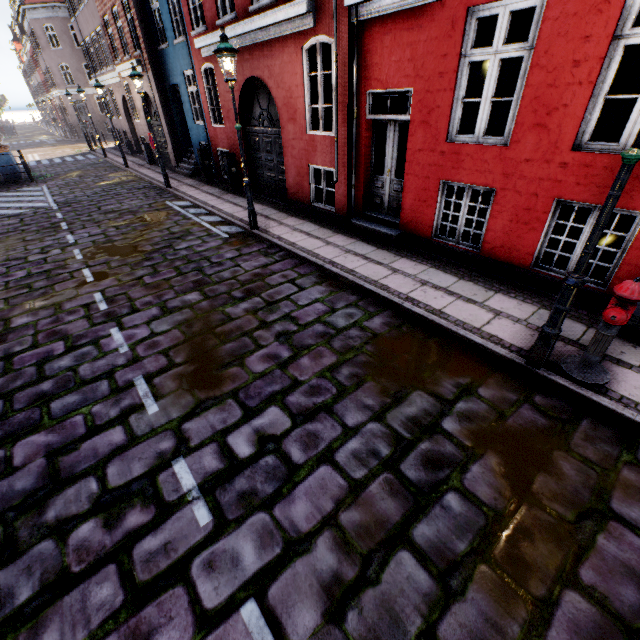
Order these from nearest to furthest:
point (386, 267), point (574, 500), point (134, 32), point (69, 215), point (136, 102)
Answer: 1. point (574, 500)
2. point (386, 267)
3. point (69, 215)
4. point (134, 32)
5. point (136, 102)

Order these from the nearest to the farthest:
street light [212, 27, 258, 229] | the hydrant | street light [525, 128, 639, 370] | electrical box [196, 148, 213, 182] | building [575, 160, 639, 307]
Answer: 1. street light [525, 128, 639, 370]
2. the hydrant
3. building [575, 160, 639, 307]
4. street light [212, 27, 258, 229]
5. electrical box [196, 148, 213, 182]

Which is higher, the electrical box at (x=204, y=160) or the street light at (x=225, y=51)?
the street light at (x=225, y=51)

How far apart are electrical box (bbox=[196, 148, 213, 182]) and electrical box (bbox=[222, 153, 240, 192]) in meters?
2.1

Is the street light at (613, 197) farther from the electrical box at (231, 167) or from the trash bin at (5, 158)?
the electrical box at (231, 167)

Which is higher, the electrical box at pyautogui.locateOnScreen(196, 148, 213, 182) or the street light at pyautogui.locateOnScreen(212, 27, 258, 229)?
the street light at pyautogui.locateOnScreen(212, 27, 258, 229)

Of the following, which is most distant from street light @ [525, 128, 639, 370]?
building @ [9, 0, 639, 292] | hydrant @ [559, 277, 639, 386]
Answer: building @ [9, 0, 639, 292]

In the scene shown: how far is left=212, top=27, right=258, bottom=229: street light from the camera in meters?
6.3
